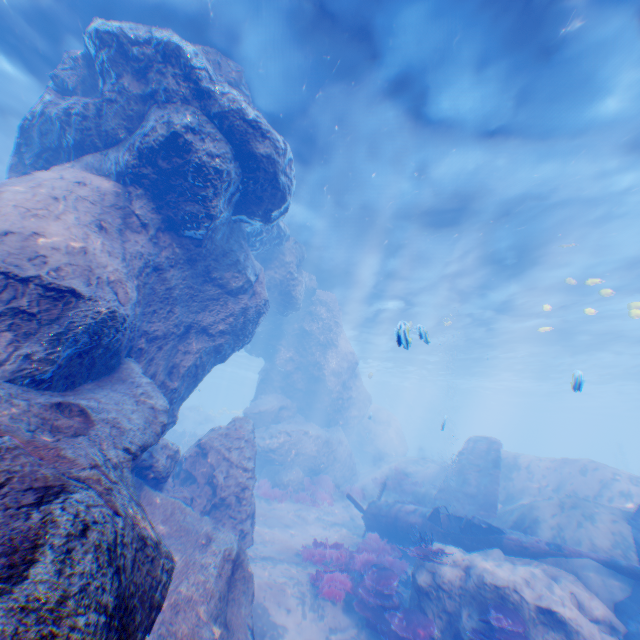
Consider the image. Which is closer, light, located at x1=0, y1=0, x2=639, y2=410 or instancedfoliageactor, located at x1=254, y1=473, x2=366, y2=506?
light, located at x1=0, y1=0, x2=639, y2=410

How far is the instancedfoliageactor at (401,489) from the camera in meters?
16.3

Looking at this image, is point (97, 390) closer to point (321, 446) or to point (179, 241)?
point (179, 241)

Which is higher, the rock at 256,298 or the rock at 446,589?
the rock at 256,298

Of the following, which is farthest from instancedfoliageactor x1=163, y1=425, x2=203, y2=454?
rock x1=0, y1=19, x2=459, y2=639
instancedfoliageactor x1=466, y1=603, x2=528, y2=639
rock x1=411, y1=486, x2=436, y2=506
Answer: instancedfoliageactor x1=466, y1=603, x2=528, y2=639

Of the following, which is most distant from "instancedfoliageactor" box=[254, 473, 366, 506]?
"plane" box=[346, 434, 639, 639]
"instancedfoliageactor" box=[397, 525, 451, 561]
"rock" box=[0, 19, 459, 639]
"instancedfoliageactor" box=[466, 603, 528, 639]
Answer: "instancedfoliageactor" box=[466, 603, 528, 639]

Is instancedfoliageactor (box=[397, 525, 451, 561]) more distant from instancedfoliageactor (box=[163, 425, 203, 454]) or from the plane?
instancedfoliageactor (box=[163, 425, 203, 454])

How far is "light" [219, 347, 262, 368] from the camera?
47.8 meters
